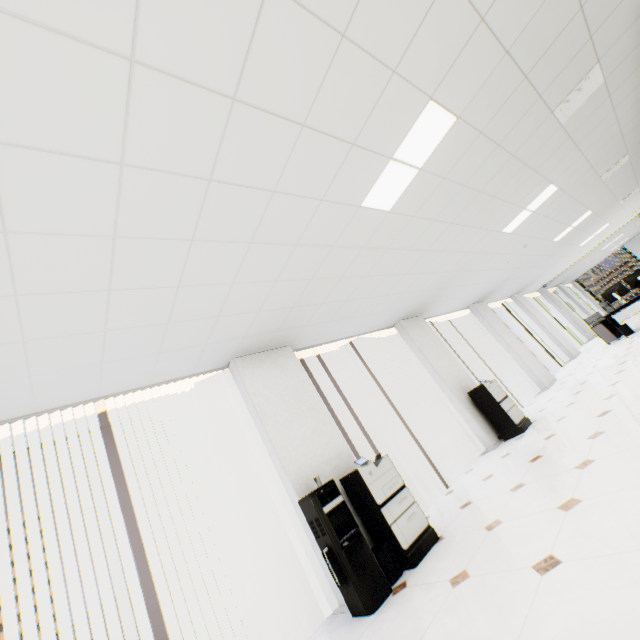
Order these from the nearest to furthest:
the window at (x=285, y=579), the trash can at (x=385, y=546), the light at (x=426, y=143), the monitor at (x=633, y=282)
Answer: the light at (x=426, y=143)
the trash can at (x=385, y=546)
the window at (x=285, y=579)
the monitor at (x=633, y=282)

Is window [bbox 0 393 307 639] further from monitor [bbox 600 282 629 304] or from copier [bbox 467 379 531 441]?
monitor [bbox 600 282 629 304]

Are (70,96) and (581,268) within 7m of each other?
no

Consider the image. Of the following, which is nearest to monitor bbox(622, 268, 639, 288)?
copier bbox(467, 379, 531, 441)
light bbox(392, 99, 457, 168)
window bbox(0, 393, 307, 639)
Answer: copier bbox(467, 379, 531, 441)

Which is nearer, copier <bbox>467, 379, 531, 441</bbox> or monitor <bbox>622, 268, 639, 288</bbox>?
copier <bbox>467, 379, 531, 441</bbox>

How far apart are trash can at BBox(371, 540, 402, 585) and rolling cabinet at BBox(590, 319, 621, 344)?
9.8 meters

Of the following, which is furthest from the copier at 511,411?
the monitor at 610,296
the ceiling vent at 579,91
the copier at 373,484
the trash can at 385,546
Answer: the monitor at 610,296

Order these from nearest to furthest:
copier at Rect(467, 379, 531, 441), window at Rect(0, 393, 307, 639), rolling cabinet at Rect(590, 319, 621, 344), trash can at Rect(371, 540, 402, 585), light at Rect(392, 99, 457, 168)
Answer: light at Rect(392, 99, 457, 168), trash can at Rect(371, 540, 402, 585), window at Rect(0, 393, 307, 639), copier at Rect(467, 379, 531, 441), rolling cabinet at Rect(590, 319, 621, 344)
